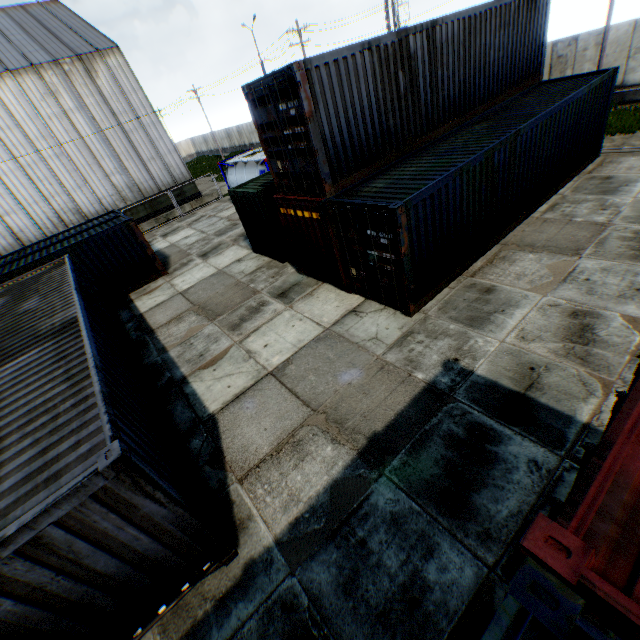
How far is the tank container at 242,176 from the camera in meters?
18.9

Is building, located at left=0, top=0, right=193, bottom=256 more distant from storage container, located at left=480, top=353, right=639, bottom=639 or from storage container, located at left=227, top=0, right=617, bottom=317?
storage container, located at left=480, top=353, right=639, bottom=639

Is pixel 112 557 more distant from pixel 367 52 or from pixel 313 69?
pixel 367 52

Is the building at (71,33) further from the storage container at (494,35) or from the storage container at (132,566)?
the storage container at (494,35)

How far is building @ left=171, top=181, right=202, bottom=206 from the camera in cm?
2702

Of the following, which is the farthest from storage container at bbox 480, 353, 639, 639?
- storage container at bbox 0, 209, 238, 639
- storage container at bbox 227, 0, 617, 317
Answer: storage container at bbox 227, 0, 617, 317

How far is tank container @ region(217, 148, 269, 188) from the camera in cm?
1892

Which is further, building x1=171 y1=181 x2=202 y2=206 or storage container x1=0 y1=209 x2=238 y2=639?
building x1=171 y1=181 x2=202 y2=206
